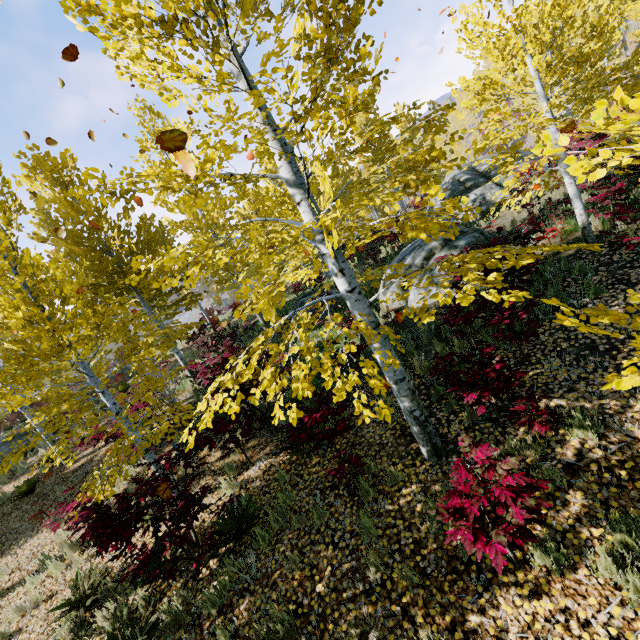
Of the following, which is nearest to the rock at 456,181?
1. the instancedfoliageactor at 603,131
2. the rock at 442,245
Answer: the instancedfoliageactor at 603,131

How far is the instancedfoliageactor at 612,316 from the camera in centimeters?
151cm

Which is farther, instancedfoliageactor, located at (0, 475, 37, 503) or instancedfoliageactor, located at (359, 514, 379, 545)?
instancedfoliageactor, located at (0, 475, 37, 503)

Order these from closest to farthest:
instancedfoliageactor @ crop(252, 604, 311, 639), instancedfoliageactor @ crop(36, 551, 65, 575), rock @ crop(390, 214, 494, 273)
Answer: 1. instancedfoliageactor @ crop(252, 604, 311, 639)
2. instancedfoliageactor @ crop(36, 551, 65, 575)
3. rock @ crop(390, 214, 494, 273)

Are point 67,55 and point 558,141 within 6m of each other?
no

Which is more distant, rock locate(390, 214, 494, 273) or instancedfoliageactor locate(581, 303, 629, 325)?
rock locate(390, 214, 494, 273)

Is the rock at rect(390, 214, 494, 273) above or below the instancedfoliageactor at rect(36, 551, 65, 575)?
above

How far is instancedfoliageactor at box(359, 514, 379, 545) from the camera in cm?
402
